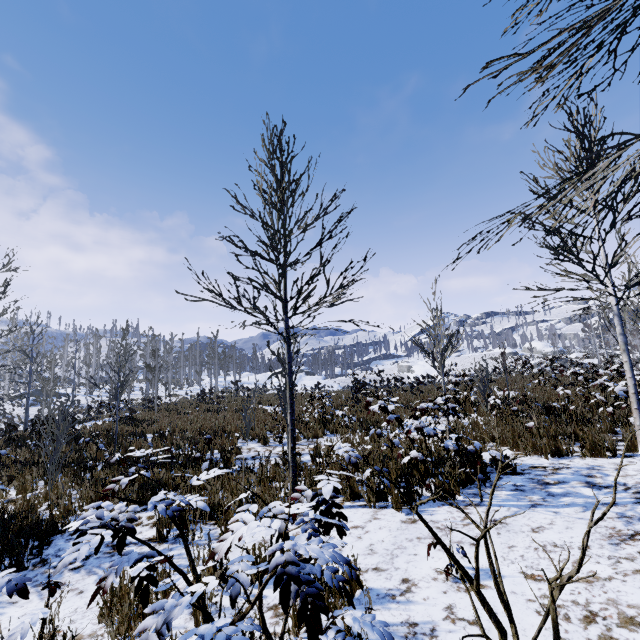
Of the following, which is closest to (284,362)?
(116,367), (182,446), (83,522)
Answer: (83,522)

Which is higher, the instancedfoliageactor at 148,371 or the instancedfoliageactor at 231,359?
the instancedfoliageactor at 231,359

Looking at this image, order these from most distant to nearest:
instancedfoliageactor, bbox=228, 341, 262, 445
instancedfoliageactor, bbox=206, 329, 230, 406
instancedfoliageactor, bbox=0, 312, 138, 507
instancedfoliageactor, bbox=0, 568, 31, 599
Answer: instancedfoliageactor, bbox=206, 329, 230, 406
instancedfoliageactor, bbox=228, 341, 262, 445
instancedfoliageactor, bbox=0, 312, 138, 507
instancedfoliageactor, bbox=0, 568, 31, 599

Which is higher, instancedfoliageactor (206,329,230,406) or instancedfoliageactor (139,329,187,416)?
instancedfoliageactor (206,329,230,406)

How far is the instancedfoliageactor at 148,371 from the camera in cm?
1803

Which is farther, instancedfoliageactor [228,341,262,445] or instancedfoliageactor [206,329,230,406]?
instancedfoliageactor [206,329,230,406]
